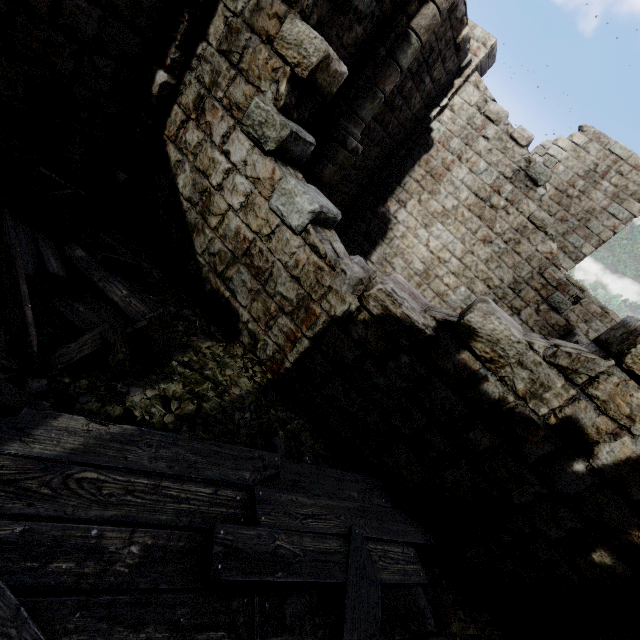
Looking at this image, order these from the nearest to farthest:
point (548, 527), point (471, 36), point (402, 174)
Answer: point (548, 527), point (471, 36), point (402, 174)

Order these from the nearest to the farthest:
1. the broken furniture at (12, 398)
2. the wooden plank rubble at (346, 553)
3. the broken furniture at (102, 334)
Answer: the wooden plank rubble at (346, 553) < the broken furniture at (12, 398) < the broken furniture at (102, 334)

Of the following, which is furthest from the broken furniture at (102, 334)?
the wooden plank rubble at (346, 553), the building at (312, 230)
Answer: the building at (312, 230)

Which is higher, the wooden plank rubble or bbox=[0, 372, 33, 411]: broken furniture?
the wooden plank rubble

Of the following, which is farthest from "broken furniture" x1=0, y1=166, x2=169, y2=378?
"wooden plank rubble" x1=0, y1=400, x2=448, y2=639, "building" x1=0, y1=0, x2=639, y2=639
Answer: "building" x1=0, y1=0, x2=639, y2=639

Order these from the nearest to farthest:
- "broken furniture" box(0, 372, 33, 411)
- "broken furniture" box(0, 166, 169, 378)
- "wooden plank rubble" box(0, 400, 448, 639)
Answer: "wooden plank rubble" box(0, 400, 448, 639), "broken furniture" box(0, 372, 33, 411), "broken furniture" box(0, 166, 169, 378)

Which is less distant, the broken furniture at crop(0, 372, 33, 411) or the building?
the broken furniture at crop(0, 372, 33, 411)
